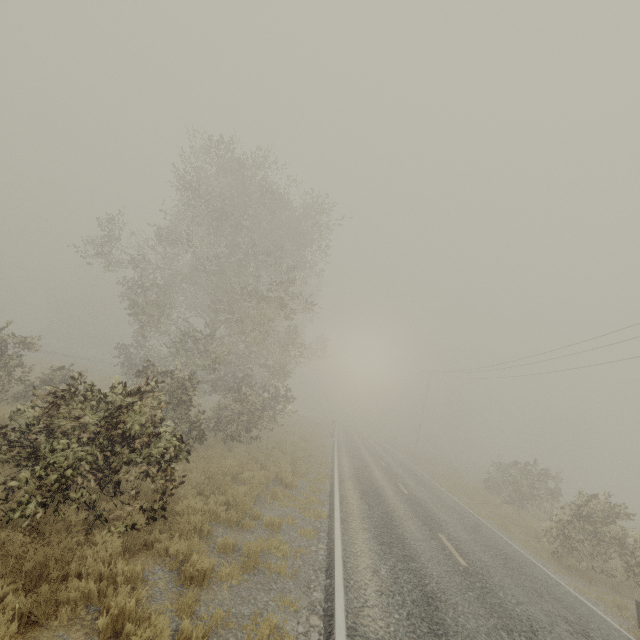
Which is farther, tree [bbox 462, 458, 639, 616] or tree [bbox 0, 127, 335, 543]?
tree [bbox 462, 458, 639, 616]

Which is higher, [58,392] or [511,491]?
[58,392]

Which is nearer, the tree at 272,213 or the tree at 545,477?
the tree at 272,213
